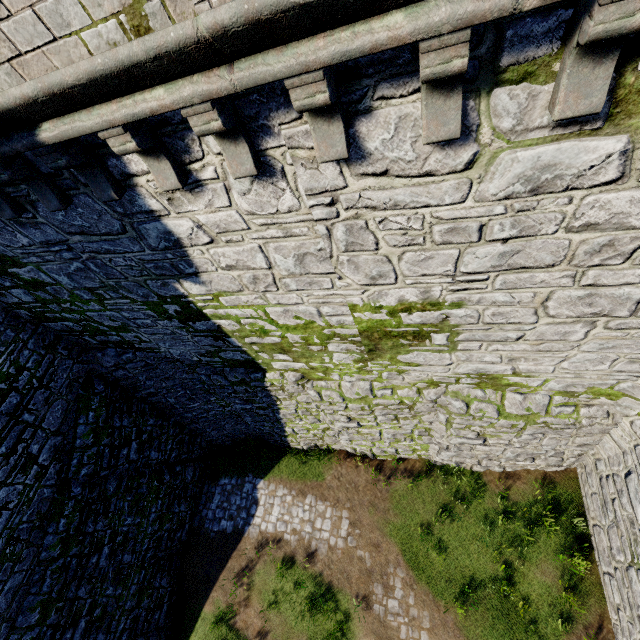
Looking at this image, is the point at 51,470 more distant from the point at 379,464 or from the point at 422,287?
the point at 422,287
